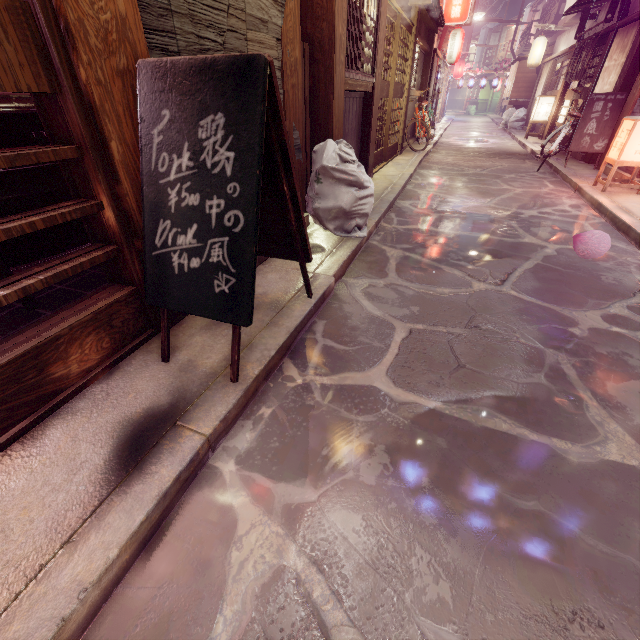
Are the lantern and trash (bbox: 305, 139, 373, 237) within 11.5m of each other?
no

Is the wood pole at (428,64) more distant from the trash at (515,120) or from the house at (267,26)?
the house at (267,26)

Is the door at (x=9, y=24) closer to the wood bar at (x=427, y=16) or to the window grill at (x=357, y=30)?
the wood bar at (x=427, y=16)

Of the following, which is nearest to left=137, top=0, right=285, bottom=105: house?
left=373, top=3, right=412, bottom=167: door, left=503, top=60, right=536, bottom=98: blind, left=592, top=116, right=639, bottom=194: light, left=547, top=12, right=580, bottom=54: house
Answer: left=373, top=3, right=412, bottom=167: door

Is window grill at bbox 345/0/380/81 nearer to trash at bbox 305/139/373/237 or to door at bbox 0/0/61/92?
trash at bbox 305/139/373/237

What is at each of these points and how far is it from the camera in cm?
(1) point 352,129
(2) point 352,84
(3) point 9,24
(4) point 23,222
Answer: (1) foundation, 999
(2) wood bar, 836
(3) door, 229
(4) door, 261

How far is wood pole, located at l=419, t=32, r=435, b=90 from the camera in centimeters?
2008cm

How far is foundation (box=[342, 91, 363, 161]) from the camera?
9.1m
